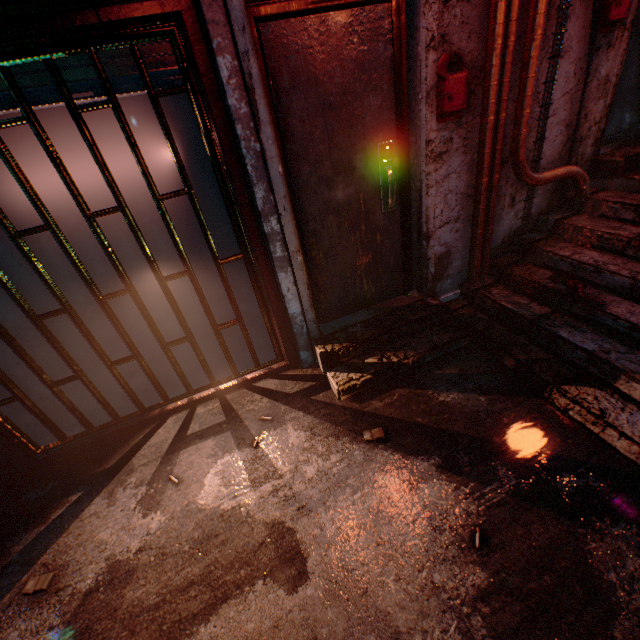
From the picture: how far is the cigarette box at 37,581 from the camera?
1.70m

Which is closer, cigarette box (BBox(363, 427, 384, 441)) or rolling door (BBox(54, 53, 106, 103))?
rolling door (BBox(54, 53, 106, 103))

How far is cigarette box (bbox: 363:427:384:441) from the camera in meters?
2.1 m

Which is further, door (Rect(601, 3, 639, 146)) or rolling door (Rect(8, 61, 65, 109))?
door (Rect(601, 3, 639, 146))

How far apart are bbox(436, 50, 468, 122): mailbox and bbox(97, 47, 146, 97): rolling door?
1.52m

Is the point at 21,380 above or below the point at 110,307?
below

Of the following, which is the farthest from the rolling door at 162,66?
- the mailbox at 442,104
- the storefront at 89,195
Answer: the mailbox at 442,104

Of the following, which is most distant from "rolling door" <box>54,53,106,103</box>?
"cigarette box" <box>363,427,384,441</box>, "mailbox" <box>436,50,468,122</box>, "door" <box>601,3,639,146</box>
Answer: "door" <box>601,3,639,146</box>
